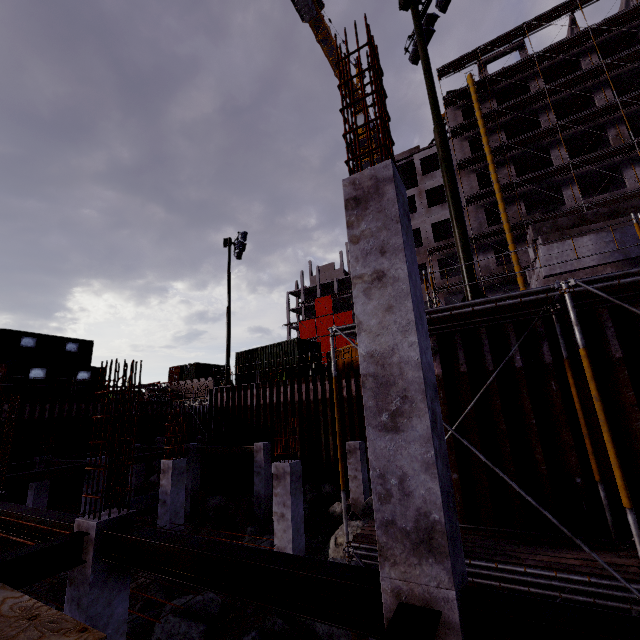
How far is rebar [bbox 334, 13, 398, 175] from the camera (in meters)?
3.81

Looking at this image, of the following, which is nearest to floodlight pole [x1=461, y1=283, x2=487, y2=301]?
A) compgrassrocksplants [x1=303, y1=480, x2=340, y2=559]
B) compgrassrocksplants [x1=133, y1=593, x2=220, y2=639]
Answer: compgrassrocksplants [x1=303, y1=480, x2=340, y2=559]

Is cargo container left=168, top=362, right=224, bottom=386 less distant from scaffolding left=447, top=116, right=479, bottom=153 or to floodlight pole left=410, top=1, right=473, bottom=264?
scaffolding left=447, top=116, right=479, bottom=153

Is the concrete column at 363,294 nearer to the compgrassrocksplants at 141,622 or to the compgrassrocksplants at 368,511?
the compgrassrocksplants at 368,511

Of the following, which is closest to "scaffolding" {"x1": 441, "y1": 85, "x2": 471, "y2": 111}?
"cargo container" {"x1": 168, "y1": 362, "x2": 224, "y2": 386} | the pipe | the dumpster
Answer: the dumpster

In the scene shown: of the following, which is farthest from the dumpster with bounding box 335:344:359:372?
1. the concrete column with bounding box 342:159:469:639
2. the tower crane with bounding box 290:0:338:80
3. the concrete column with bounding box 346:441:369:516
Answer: the tower crane with bounding box 290:0:338:80

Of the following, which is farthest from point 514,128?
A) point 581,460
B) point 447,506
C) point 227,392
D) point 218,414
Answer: point 447,506

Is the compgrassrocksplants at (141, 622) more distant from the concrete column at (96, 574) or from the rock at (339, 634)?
the concrete column at (96, 574)
